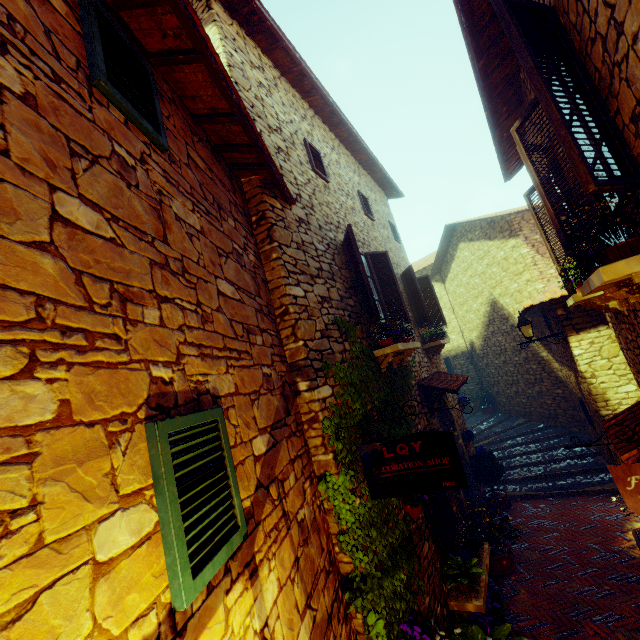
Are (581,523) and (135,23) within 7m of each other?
no

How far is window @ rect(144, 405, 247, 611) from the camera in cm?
126

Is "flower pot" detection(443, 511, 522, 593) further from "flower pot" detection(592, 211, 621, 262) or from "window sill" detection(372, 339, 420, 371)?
"flower pot" detection(592, 211, 621, 262)

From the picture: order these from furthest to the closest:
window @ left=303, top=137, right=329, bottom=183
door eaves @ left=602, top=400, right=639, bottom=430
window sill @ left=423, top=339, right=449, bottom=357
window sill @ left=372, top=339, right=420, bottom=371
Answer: window sill @ left=423, top=339, right=449, bottom=357 → window @ left=303, top=137, right=329, bottom=183 → window sill @ left=372, top=339, right=420, bottom=371 → door eaves @ left=602, top=400, right=639, bottom=430

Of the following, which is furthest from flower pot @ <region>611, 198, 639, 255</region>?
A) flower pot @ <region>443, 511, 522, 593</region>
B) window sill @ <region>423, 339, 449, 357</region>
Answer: window sill @ <region>423, 339, 449, 357</region>

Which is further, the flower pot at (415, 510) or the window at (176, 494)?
the flower pot at (415, 510)

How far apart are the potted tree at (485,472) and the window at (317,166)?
7.5m

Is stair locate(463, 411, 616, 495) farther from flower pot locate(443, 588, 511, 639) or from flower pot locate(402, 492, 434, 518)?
flower pot locate(402, 492, 434, 518)
